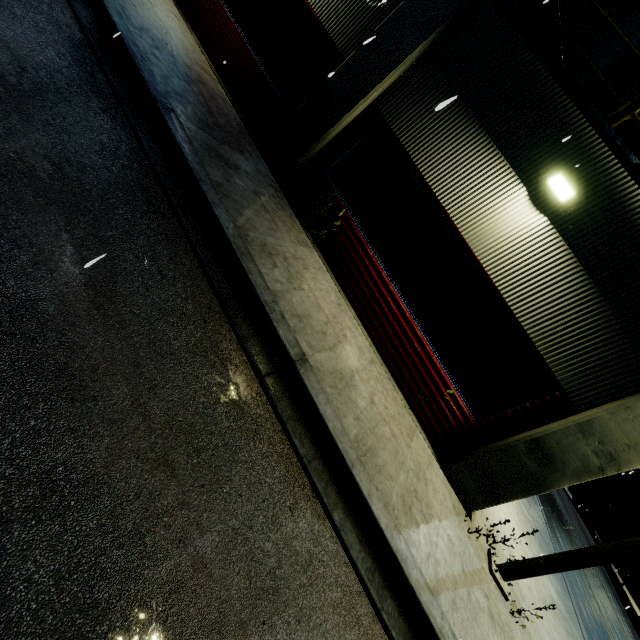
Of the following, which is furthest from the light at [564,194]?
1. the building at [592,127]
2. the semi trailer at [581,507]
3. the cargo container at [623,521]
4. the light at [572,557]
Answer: the cargo container at [623,521]

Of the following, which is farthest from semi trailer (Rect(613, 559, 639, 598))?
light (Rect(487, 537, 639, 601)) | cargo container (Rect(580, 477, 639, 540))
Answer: light (Rect(487, 537, 639, 601))

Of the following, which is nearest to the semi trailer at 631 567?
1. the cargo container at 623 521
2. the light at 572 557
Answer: the cargo container at 623 521

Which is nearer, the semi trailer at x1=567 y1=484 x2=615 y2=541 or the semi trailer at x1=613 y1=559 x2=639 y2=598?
the semi trailer at x1=613 y1=559 x2=639 y2=598

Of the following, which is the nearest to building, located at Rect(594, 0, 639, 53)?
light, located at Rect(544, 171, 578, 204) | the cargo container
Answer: light, located at Rect(544, 171, 578, 204)

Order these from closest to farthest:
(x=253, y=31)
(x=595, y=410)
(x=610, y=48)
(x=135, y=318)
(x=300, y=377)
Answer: (x=135, y=318)
(x=300, y=377)
(x=595, y=410)
(x=253, y=31)
(x=610, y=48)

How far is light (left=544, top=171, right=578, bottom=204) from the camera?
5.2m
